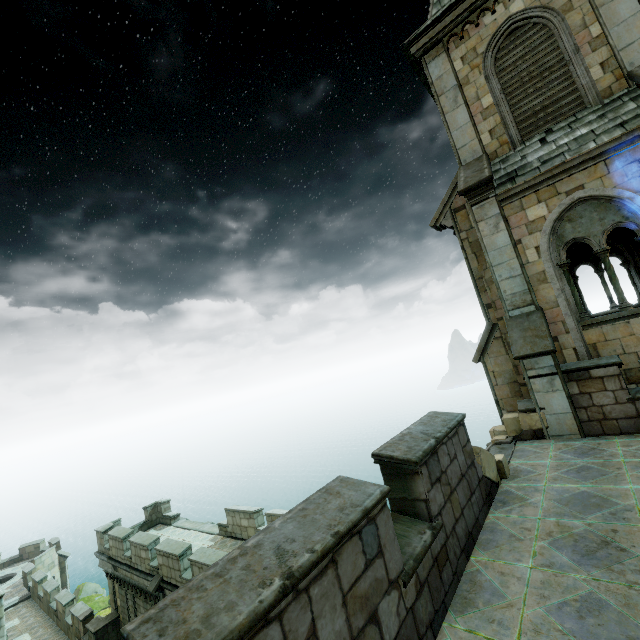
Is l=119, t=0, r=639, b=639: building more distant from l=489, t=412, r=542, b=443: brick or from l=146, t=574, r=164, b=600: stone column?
l=146, t=574, r=164, b=600: stone column

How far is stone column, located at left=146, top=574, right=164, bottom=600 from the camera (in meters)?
13.62

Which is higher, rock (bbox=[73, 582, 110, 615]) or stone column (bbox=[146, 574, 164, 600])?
stone column (bbox=[146, 574, 164, 600])

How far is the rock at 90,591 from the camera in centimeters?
3928cm

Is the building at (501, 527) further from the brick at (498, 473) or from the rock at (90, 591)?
the rock at (90, 591)

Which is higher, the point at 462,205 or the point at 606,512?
the point at 462,205

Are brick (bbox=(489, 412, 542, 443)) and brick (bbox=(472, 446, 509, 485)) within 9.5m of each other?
yes

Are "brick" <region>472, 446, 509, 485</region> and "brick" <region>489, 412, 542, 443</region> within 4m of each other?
yes
